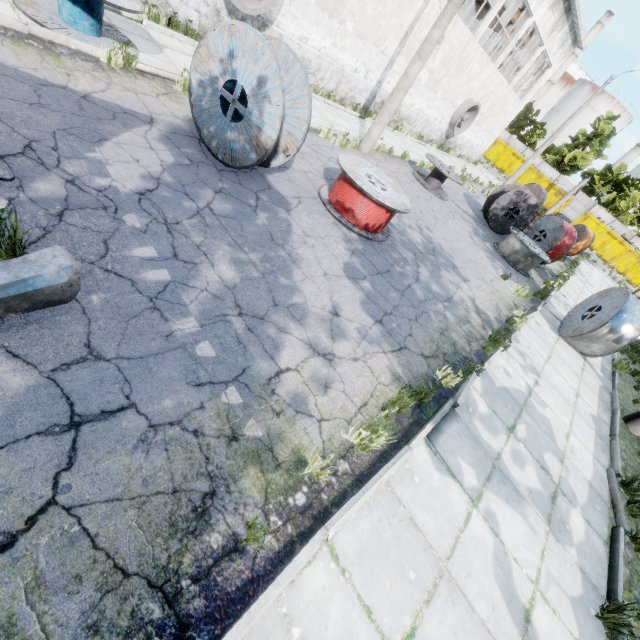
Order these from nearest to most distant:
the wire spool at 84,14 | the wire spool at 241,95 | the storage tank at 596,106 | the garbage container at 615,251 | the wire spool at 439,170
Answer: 1. the wire spool at 241,95
2. the wire spool at 84,14
3. the wire spool at 439,170
4. the garbage container at 615,251
5. the storage tank at 596,106

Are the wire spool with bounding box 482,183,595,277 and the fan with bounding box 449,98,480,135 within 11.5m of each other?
yes

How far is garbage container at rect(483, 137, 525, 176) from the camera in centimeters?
3916cm

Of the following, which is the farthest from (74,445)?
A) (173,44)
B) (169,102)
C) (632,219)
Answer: (632,219)

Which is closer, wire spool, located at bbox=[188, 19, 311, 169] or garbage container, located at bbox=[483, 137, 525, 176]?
wire spool, located at bbox=[188, 19, 311, 169]

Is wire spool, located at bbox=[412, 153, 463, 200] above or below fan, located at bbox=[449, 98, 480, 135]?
below

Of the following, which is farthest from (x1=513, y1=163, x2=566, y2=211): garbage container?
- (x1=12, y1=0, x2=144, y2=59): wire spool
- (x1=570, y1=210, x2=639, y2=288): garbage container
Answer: (x1=12, y1=0, x2=144, y2=59): wire spool

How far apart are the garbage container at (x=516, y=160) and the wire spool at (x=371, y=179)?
40.3 meters
